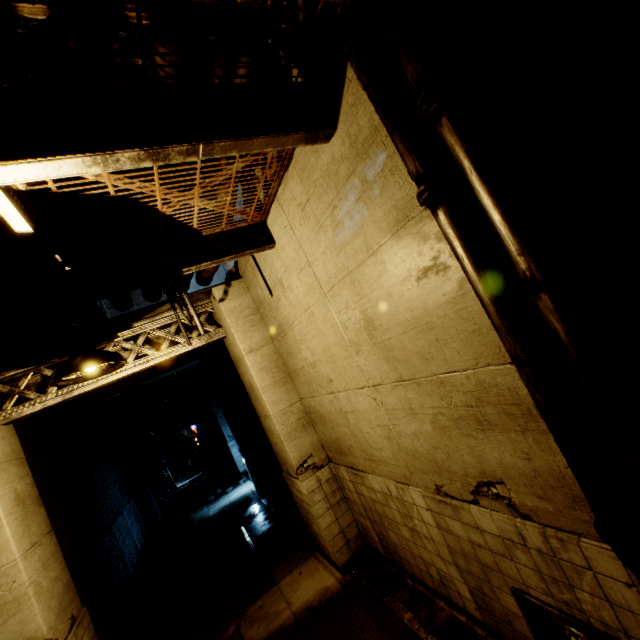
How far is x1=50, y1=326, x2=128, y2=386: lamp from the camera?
3.2m

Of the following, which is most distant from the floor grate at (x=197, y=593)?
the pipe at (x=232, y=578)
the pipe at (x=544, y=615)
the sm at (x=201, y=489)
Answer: the sm at (x=201, y=489)

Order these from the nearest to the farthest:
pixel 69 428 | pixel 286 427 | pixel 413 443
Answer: pixel 413 443 → pixel 286 427 → pixel 69 428

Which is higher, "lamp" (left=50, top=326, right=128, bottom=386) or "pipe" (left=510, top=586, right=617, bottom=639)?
"lamp" (left=50, top=326, right=128, bottom=386)

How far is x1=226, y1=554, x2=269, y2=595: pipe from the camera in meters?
7.6 m

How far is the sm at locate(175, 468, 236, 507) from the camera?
15.8m

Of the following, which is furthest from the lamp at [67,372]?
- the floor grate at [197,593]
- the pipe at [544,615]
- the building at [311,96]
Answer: the floor grate at [197,593]

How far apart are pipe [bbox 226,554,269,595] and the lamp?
6.0m
